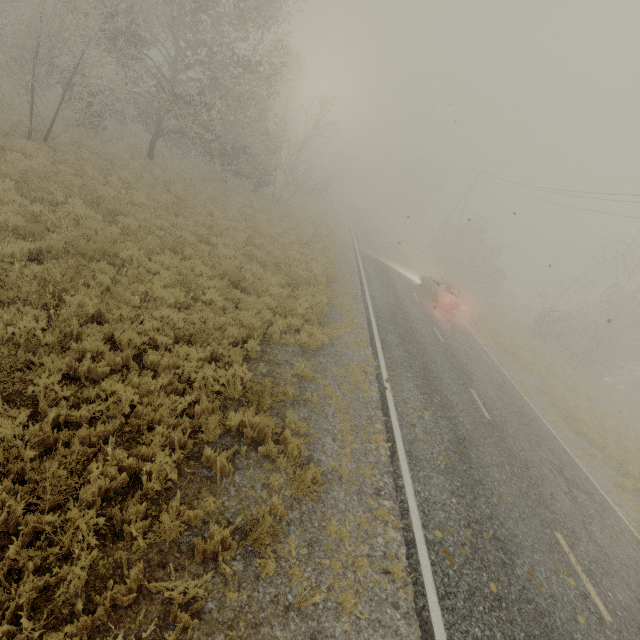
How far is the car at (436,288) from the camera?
19.80m

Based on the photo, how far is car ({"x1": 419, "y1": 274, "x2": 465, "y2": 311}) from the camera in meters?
19.8 m

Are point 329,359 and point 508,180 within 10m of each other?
no

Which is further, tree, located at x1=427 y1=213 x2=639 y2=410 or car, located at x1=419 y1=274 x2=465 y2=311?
tree, located at x1=427 y1=213 x2=639 y2=410

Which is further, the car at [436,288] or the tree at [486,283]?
the tree at [486,283]
